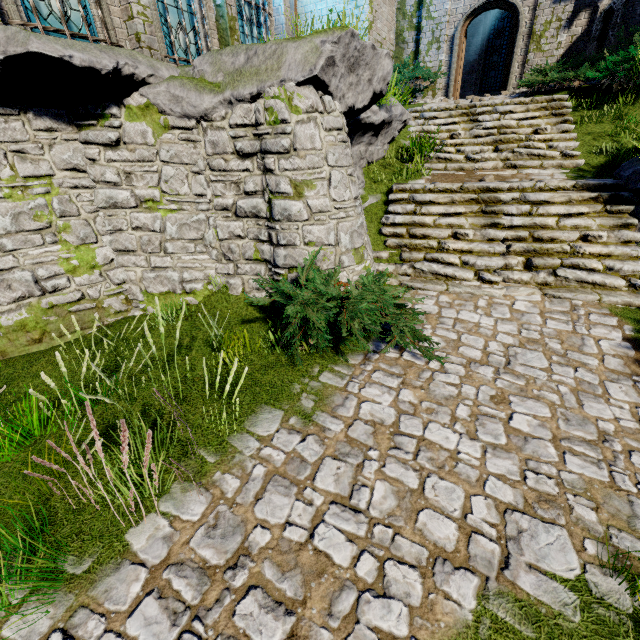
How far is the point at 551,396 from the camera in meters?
4.0 m

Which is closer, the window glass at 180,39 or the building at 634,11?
the window glass at 180,39

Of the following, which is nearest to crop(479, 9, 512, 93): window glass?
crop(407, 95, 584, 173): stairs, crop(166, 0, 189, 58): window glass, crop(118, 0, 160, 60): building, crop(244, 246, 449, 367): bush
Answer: crop(118, 0, 160, 60): building

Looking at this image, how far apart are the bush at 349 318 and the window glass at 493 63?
17.64m

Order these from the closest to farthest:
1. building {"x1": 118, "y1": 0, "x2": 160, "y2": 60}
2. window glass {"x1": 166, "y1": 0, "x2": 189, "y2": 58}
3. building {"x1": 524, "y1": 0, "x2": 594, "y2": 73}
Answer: building {"x1": 118, "y1": 0, "x2": 160, "y2": 60}, window glass {"x1": 166, "y1": 0, "x2": 189, "y2": 58}, building {"x1": 524, "y1": 0, "x2": 594, "y2": 73}

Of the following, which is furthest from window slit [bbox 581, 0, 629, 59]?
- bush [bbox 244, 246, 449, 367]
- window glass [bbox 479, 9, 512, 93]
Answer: bush [bbox 244, 246, 449, 367]

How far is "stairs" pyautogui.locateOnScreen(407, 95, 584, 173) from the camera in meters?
8.3 m

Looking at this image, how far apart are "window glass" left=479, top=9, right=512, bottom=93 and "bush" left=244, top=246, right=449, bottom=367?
17.64m
